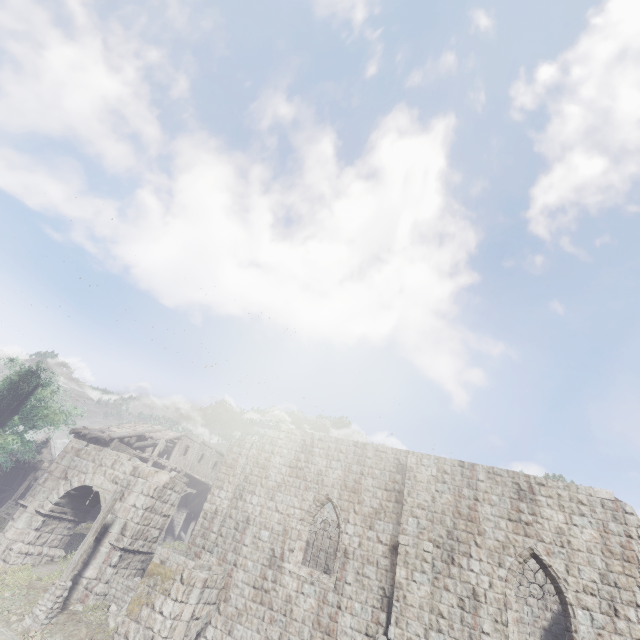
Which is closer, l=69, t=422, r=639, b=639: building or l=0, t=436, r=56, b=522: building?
l=69, t=422, r=639, b=639: building

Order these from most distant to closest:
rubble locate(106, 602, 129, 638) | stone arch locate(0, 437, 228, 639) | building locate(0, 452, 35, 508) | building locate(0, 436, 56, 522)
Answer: building locate(0, 452, 35, 508), building locate(0, 436, 56, 522), rubble locate(106, 602, 129, 638), stone arch locate(0, 437, 228, 639)

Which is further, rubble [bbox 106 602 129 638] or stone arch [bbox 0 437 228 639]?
rubble [bbox 106 602 129 638]

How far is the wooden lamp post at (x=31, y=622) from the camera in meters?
12.6 m

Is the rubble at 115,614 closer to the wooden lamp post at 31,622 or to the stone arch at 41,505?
the stone arch at 41,505

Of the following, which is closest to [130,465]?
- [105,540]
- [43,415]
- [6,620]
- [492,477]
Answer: [105,540]

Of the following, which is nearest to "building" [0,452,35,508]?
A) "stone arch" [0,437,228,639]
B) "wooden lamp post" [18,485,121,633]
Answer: "stone arch" [0,437,228,639]

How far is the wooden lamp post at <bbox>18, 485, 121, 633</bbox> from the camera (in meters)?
12.59
